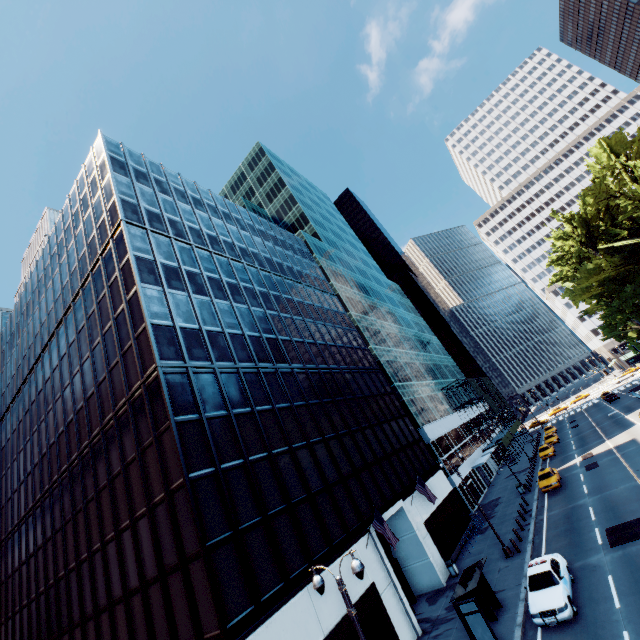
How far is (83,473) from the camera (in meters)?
22.67

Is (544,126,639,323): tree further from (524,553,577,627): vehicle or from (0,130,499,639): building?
(0,130,499,639): building

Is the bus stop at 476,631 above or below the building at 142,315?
below

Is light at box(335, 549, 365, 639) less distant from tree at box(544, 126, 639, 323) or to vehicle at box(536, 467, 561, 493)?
vehicle at box(536, 467, 561, 493)

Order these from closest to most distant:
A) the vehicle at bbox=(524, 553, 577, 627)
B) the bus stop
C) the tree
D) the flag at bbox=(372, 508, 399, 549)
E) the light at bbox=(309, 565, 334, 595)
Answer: the light at bbox=(309, 565, 334, 595) → the vehicle at bbox=(524, 553, 577, 627) → the bus stop → the flag at bbox=(372, 508, 399, 549) → the tree

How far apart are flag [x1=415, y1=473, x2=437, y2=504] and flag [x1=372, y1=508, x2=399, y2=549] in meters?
8.0 m

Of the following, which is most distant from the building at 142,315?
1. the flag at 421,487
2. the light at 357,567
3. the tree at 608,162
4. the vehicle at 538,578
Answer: the tree at 608,162

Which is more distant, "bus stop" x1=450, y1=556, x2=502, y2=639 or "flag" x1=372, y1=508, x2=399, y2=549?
"flag" x1=372, y1=508, x2=399, y2=549
